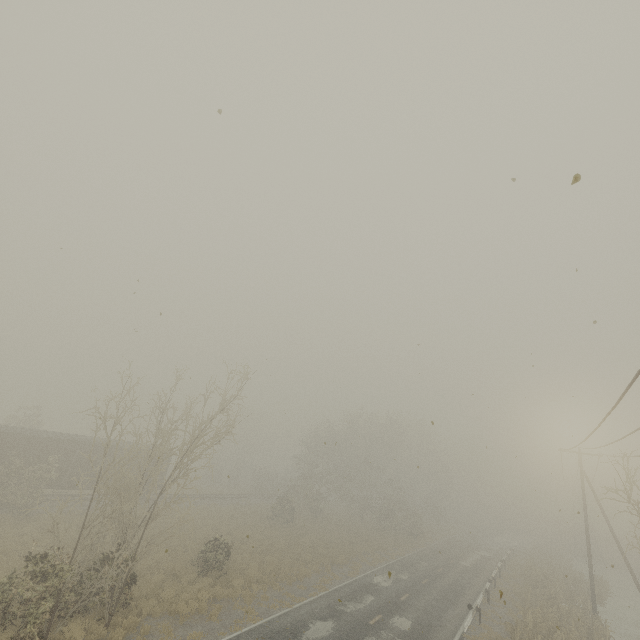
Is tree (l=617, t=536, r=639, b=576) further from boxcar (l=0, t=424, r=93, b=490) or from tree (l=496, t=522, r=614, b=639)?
boxcar (l=0, t=424, r=93, b=490)

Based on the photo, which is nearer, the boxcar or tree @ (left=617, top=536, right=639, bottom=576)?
tree @ (left=617, top=536, right=639, bottom=576)

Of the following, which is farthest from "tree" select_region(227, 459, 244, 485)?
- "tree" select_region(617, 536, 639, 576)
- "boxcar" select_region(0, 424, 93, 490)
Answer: "tree" select_region(617, 536, 639, 576)

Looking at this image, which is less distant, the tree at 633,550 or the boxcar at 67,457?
the tree at 633,550

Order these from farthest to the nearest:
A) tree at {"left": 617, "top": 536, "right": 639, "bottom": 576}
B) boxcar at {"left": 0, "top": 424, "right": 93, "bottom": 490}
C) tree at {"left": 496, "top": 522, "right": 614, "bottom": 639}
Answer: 1. boxcar at {"left": 0, "top": 424, "right": 93, "bottom": 490}
2. tree at {"left": 496, "top": 522, "right": 614, "bottom": 639}
3. tree at {"left": 617, "top": 536, "right": 639, "bottom": 576}

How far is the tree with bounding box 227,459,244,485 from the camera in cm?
5294

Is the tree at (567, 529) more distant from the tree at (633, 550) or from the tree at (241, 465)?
the tree at (633, 550)

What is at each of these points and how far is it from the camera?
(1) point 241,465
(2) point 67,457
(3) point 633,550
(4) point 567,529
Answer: (1) tree, 53.81m
(2) boxcar, 25.78m
(3) tree, 57.66m
(4) tree, 59.34m
